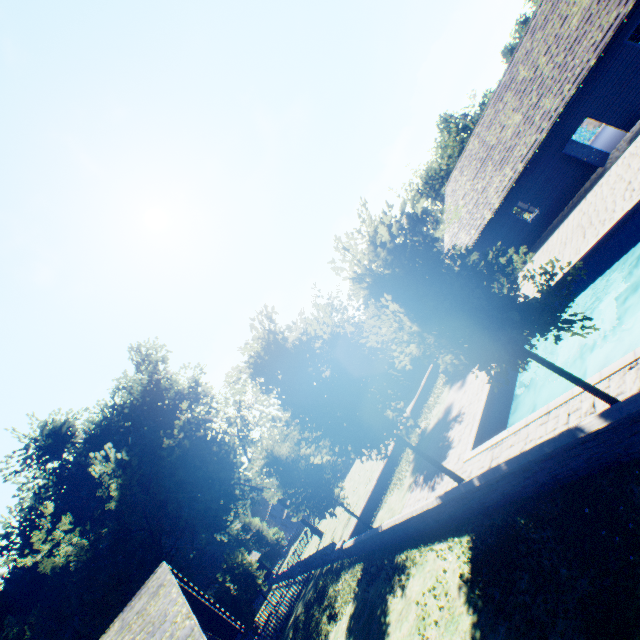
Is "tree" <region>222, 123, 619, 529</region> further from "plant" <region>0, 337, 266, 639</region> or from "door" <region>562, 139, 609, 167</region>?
"door" <region>562, 139, 609, 167</region>

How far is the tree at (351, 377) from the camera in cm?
572

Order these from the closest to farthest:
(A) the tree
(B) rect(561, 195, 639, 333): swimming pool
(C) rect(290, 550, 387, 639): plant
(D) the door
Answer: (A) the tree < (B) rect(561, 195, 639, 333): swimming pool < (C) rect(290, 550, 387, 639): plant < (D) the door

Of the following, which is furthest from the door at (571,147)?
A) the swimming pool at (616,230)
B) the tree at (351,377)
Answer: the tree at (351,377)

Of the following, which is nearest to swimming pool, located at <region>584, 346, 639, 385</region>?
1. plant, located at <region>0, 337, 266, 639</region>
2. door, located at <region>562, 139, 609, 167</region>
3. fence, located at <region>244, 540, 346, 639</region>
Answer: plant, located at <region>0, 337, 266, 639</region>

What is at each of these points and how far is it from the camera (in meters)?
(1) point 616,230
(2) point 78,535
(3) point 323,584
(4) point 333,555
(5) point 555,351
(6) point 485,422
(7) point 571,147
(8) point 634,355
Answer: (1) swimming pool, 11.66
(2) plant, 23.78
(3) plant, 20.27
(4) fence, 20.12
(5) swimming pool, 15.42
(6) swimming pool, 12.50
(7) door, 17.97
(8) swimming pool, 6.64

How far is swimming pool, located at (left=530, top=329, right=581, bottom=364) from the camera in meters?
14.7 m

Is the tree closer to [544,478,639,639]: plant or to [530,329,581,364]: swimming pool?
[530,329,581,364]: swimming pool
